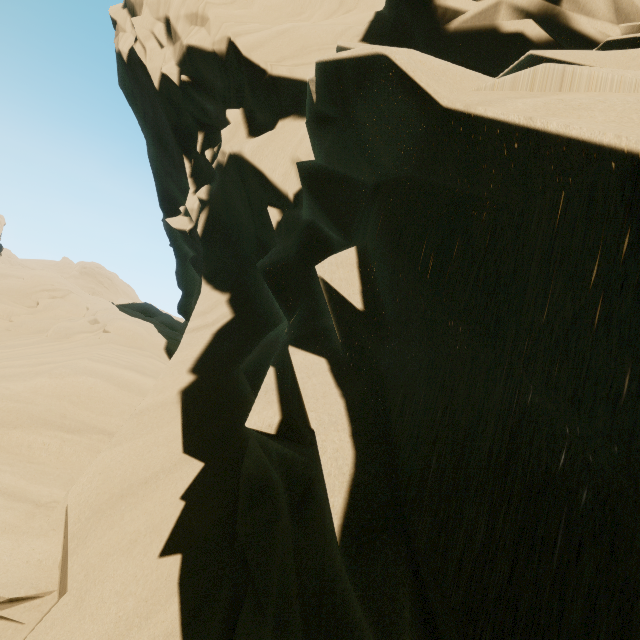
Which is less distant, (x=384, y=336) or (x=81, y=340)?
(x=384, y=336)
